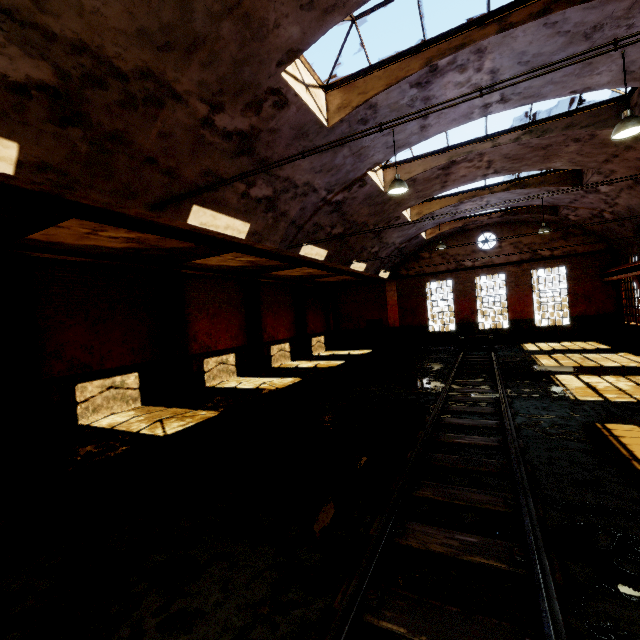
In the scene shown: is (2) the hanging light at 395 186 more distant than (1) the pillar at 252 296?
No

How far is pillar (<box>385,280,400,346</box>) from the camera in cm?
2378

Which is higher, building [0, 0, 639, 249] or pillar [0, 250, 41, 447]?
building [0, 0, 639, 249]

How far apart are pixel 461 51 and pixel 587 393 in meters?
8.8 m

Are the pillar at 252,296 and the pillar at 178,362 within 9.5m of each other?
yes

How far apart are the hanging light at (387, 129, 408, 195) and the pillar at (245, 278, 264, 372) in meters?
9.9

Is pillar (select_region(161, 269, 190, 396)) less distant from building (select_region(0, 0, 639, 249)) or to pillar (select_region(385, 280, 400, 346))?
building (select_region(0, 0, 639, 249))

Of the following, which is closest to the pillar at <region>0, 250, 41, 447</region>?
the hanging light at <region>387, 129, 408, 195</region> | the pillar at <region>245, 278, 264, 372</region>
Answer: the pillar at <region>245, 278, 264, 372</region>
